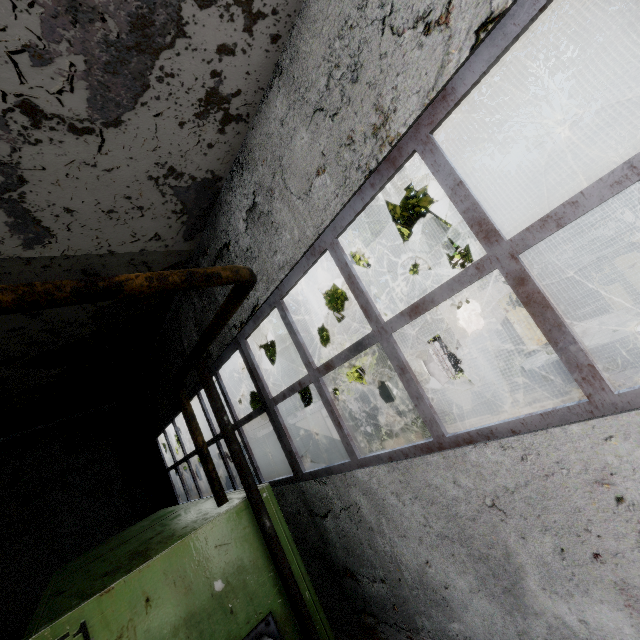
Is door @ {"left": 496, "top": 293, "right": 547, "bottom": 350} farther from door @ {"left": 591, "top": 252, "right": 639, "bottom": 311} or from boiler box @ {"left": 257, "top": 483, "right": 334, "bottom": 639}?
boiler box @ {"left": 257, "top": 483, "right": 334, "bottom": 639}

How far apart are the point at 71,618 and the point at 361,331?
8.30m

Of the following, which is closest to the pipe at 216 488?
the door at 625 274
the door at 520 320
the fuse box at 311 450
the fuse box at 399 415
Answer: the fuse box at 311 450

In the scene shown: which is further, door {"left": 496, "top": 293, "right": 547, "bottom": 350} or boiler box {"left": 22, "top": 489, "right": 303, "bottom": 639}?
door {"left": 496, "top": 293, "right": 547, "bottom": 350}

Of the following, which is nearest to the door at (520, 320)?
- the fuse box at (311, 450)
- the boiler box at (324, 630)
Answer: the fuse box at (311, 450)

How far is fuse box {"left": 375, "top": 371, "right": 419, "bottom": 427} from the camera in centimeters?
1966cm

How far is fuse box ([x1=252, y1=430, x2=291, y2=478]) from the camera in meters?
13.8 m

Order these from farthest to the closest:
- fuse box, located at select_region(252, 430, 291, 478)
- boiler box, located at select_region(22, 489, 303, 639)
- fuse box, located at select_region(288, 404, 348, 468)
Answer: fuse box, located at select_region(288, 404, 348, 468) < fuse box, located at select_region(252, 430, 291, 478) < boiler box, located at select_region(22, 489, 303, 639)
